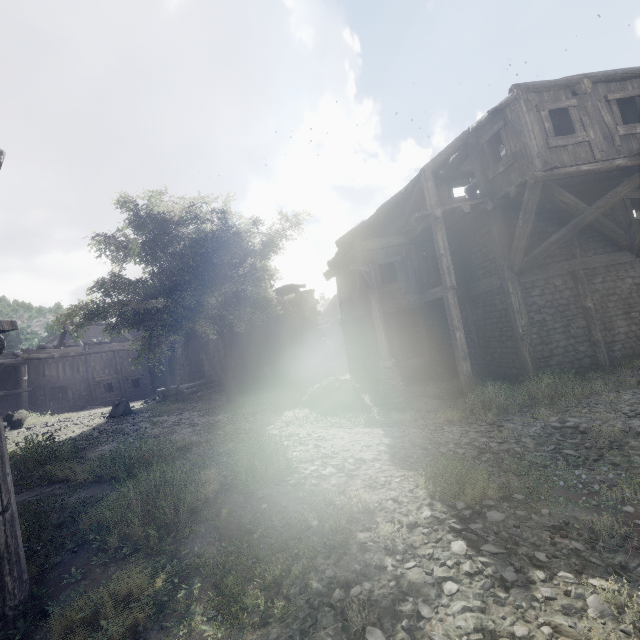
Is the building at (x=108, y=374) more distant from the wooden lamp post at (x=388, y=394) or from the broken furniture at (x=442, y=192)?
the wooden lamp post at (x=388, y=394)

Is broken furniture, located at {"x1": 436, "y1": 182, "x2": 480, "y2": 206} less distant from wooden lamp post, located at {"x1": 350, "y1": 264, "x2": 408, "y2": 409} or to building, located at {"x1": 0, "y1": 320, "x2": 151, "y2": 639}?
building, located at {"x1": 0, "y1": 320, "x2": 151, "y2": 639}

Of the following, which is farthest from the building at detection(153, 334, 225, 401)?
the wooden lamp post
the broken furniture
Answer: the wooden lamp post

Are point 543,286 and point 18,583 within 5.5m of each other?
no
